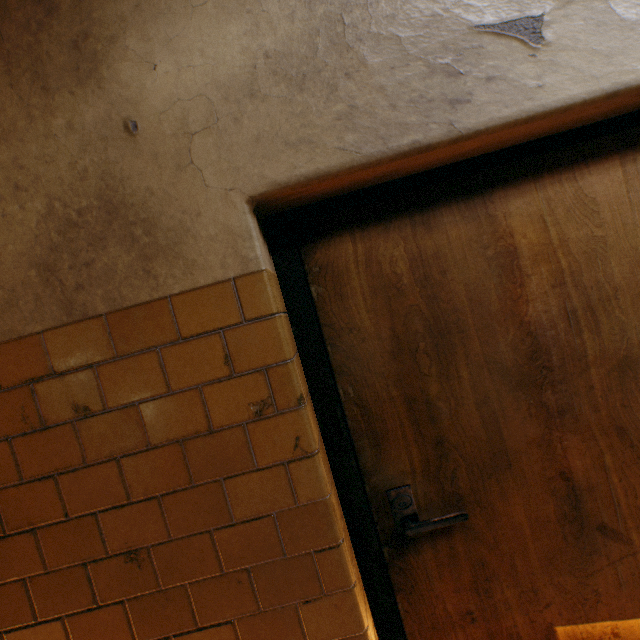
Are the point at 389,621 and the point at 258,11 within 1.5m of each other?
no
